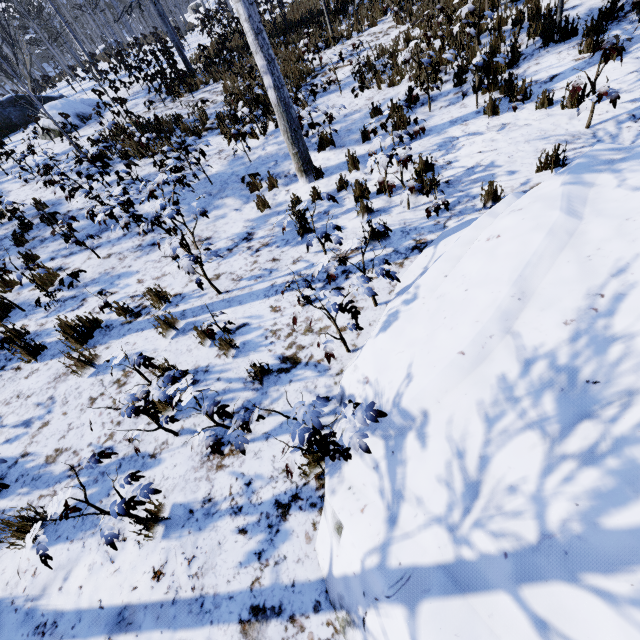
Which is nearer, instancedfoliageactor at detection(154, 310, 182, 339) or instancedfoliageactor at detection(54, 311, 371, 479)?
instancedfoliageactor at detection(54, 311, 371, 479)

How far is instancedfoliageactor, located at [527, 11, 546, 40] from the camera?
6.0 meters

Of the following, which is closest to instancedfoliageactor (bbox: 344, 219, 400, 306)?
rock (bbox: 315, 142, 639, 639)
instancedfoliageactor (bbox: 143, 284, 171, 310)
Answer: rock (bbox: 315, 142, 639, 639)

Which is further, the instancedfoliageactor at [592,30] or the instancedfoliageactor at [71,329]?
the instancedfoliageactor at [592,30]

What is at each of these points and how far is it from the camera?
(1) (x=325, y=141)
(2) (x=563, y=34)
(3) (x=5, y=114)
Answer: (1) instancedfoliageactor, 6.82m
(2) instancedfoliageactor, 5.89m
(3) rock, 15.88m

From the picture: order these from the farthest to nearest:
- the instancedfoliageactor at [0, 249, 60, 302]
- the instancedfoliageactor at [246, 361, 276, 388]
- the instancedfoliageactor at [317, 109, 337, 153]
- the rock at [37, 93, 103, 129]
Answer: the rock at [37, 93, 103, 129] < the instancedfoliageactor at [317, 109, 337, 153] < the instancedfoliageactor at [0, 249, 60, 302] < the instancedfoliageactor at [246, 361, 276, 388]

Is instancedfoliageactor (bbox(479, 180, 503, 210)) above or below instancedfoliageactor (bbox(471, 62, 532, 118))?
below
